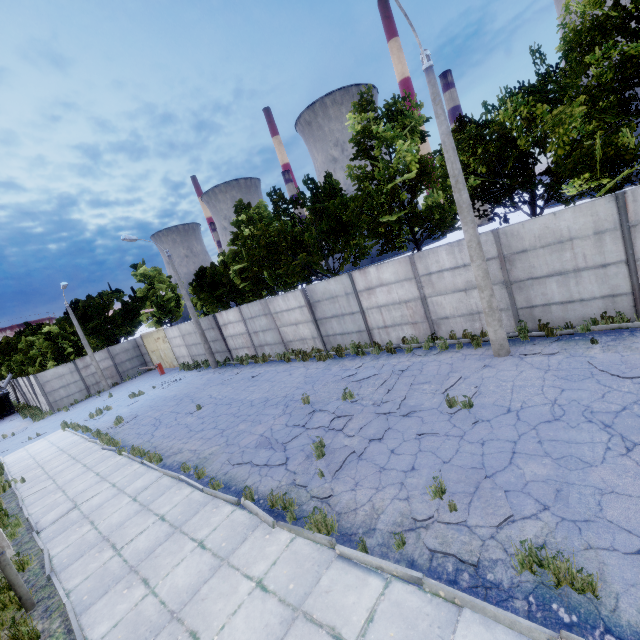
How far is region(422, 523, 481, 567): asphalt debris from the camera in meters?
4.5 m

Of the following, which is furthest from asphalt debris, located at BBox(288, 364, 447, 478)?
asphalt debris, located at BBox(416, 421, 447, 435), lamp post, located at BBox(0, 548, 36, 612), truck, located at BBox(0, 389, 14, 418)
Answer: truck, located at BBox(0, 389, 14, 418)

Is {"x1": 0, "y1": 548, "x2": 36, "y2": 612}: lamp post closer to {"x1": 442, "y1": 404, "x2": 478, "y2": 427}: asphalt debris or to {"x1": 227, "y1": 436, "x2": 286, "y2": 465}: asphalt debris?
{"x1": 227, "y1": 436, "x2": 286, "y2": 465}: asphalt debris

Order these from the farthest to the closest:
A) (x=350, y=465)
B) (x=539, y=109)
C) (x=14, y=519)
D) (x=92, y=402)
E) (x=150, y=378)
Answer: (x=150, y=378) → (x=92, y=402) → (x=539, y=109) → (x=14, y=519) → (x=350, y=465)

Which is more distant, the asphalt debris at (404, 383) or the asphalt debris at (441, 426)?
the asphalt debris at (404, 383)

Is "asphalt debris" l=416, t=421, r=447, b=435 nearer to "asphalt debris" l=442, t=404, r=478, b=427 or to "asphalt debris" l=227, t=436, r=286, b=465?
"asphalt debris" l=442, t=404, r=478, b=427

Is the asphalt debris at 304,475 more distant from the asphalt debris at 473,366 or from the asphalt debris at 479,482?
the asphalt debris at 473,366

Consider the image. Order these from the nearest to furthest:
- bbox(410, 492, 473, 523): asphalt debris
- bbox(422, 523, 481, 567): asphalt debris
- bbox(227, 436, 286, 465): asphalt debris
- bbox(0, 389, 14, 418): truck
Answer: bbox(422, 523, 481, 567): asphalt debris, bbox(410, 492, 473, 523): asphalt debris, bbox(227, 436, 286, 465): asphalt debris, bbox(0, 389, 14, 418): truck
